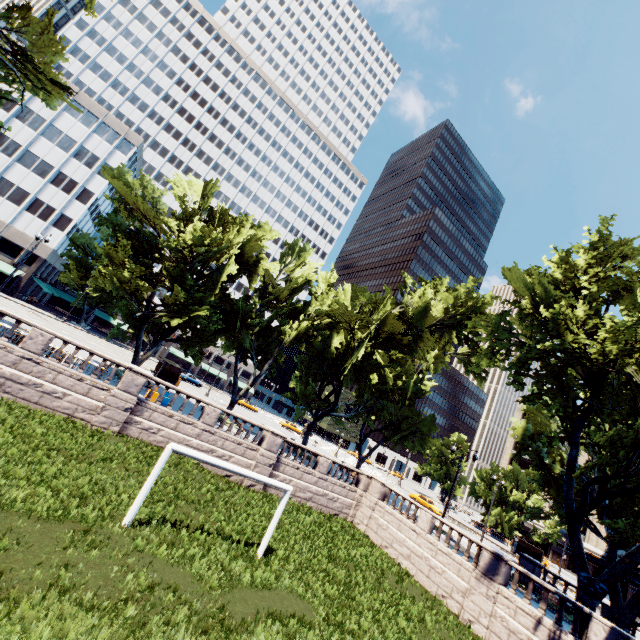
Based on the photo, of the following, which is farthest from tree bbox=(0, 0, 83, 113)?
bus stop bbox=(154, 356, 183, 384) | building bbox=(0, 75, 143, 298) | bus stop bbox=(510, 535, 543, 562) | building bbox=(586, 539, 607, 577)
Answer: building bbox=(586, 539, 607, 577)

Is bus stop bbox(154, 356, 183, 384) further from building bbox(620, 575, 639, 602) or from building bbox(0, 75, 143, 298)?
building bbox(620, 575, 639, 602)

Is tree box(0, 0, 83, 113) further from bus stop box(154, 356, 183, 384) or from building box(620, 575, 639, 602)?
→ building box(620, 575, 639, 602)

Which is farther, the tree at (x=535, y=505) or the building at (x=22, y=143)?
the building at (x=22, y=143)

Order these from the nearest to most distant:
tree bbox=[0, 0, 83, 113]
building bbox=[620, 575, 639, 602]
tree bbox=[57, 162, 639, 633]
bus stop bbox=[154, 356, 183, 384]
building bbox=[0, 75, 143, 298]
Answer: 1. tree bbox=[57, 162, 639, 633]
2. tree bbox=[0, 0, 83, 113]
3. bus stop bbox=[154, 356, 183, 384]
4. building bbox=[620, 575, 639, 602]
5. building bbox=[0, 75, 143, 298]

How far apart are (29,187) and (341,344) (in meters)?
53.53

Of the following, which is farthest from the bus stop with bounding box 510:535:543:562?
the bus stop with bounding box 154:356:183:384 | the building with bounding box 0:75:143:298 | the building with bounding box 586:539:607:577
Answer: the building with bounding box 0:75:143:298

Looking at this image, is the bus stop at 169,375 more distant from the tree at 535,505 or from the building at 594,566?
the building at 594,566
